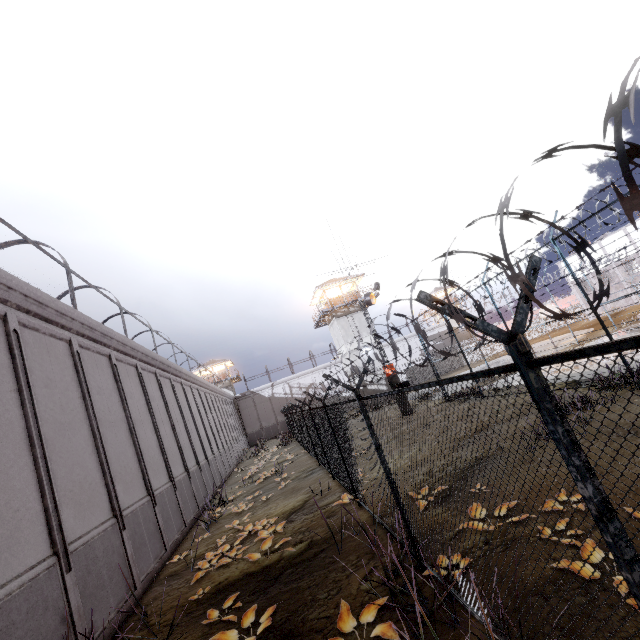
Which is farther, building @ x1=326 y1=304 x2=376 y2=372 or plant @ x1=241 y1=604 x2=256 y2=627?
building @ x1=326 y1=304 x2=376 y2=372

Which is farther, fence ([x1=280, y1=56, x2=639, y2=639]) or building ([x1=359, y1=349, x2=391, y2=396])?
building ([x1=359, y1=349, x2=391, y2=396])

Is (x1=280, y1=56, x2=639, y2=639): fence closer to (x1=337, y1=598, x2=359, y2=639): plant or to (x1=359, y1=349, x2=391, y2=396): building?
(x1=337, y1=598, x2=359, y2=639): plant

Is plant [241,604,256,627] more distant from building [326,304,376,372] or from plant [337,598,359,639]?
building [326,304,376,372]

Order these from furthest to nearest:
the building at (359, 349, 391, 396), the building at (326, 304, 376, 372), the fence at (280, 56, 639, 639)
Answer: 1. the building at (326, 304, 376, 372)
2. the building at (359, 349, 391, 396)
3. the fence at (280, 56, 639, 639)

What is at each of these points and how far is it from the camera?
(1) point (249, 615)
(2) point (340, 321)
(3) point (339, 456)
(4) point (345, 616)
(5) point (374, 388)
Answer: (1) plant, 5.4m
(2) building, 36.3m
(3) fence, 9.8m
(4) plant, 4.5m
(5) building, 34.6m

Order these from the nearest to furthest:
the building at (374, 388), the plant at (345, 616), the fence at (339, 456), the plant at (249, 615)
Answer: the fence at (339, 456) → the plant at (345, 616) → the plant at (249, 615) → the building at (374, 388)

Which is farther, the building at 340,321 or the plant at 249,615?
the building at 340,321
